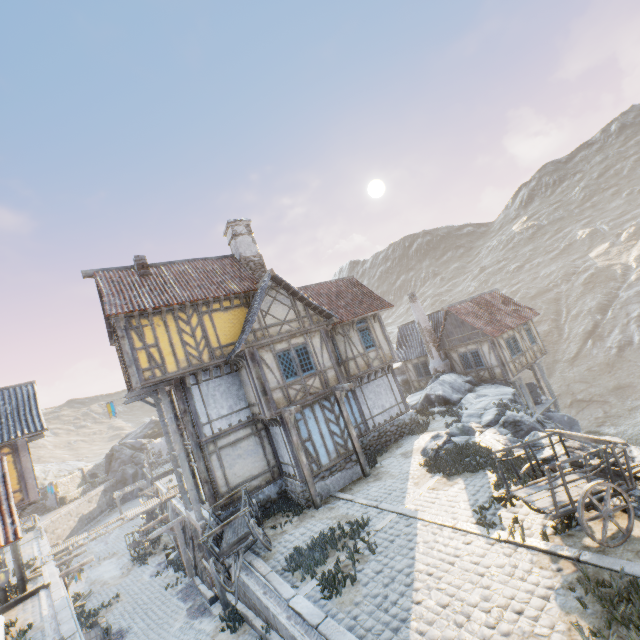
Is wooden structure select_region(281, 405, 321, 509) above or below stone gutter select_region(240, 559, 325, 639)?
above

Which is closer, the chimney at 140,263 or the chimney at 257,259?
the chimney at 140,263

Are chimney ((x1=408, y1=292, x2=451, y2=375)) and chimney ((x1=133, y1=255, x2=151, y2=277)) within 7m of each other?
no

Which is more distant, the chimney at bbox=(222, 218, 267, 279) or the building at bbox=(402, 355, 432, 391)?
the building at bbox=(402, 355, 432, 391)

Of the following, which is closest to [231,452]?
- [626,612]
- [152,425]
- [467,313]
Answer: [626,612]

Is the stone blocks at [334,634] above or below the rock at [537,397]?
above

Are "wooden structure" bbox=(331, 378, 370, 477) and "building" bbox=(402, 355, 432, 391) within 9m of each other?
no

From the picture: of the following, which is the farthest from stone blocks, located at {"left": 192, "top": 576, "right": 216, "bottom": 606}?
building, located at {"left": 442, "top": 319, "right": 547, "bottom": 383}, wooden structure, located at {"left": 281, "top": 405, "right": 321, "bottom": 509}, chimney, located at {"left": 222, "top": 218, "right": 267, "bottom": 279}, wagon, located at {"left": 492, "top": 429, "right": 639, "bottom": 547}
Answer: building, located at {"left": 442, "top": 319, "right": 547, "bottom": 383}
